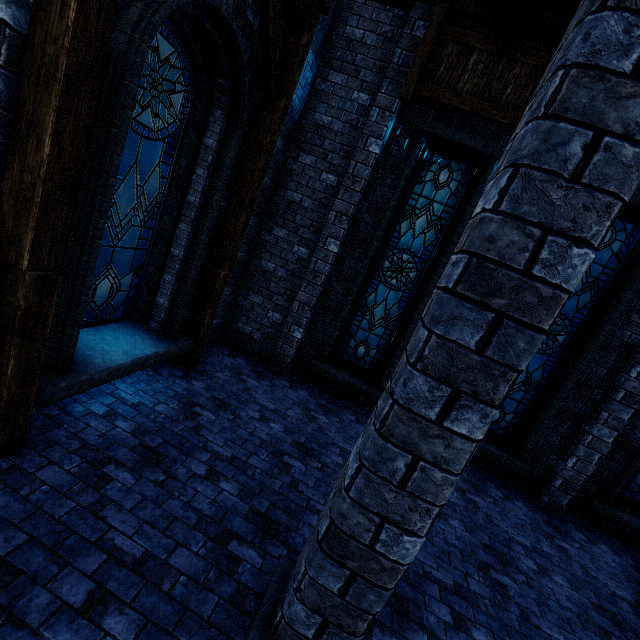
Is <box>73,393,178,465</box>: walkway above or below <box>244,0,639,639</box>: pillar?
below

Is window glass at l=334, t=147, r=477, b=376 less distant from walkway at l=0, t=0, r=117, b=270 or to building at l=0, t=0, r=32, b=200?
building at l=0, t=0, r=32, b=200

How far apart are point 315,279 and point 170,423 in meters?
3.7

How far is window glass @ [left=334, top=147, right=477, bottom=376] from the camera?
6.2m

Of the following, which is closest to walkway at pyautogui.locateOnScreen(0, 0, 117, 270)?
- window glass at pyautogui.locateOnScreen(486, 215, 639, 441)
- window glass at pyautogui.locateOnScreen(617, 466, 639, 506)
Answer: window glass at pyautogui.locateOnScreen(486, 215, 639, 441)

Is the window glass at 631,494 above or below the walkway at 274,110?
below

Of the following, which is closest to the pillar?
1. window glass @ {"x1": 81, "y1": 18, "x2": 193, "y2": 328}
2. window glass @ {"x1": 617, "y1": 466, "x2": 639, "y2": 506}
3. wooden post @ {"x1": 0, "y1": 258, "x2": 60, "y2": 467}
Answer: wooden post @ {"x1": 0, "y1": 258, "x2": 60, "y2": 467}

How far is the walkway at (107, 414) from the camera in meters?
3.6
